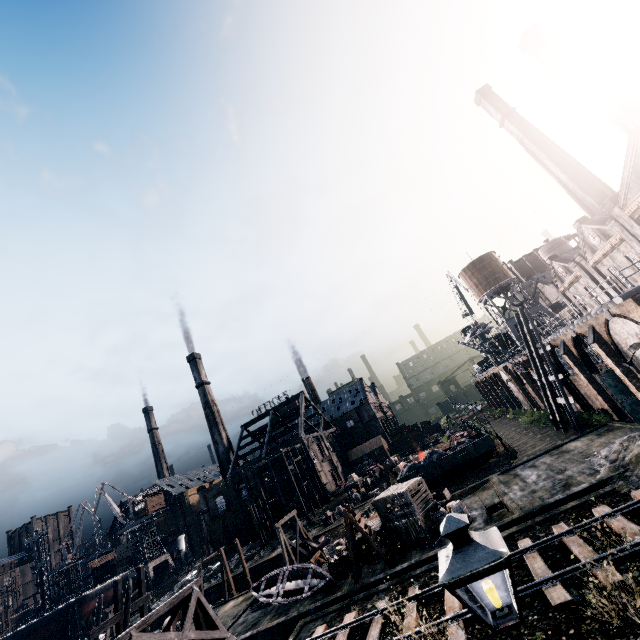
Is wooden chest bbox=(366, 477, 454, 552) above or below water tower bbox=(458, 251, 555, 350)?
below

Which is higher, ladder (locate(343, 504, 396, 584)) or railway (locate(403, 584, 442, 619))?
ladder (locate(343, 504, 396, 584))

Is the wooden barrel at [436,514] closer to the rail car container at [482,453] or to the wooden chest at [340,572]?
the wooden chest at [340,572]

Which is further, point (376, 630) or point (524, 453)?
point (524, 453)

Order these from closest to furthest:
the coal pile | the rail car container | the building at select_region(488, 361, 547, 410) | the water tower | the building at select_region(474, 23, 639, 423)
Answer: the building at select_region(474, 23, 639, 423) → the rail car container → the coal pile → the building at select_region(488, 361, 547, 410) → the water tower

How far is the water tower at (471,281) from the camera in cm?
5106

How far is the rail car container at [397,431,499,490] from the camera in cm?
3281

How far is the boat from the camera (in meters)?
22.03
